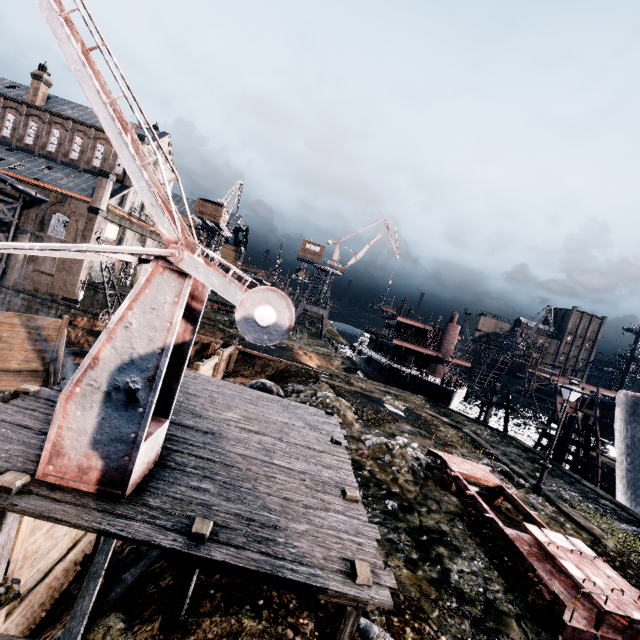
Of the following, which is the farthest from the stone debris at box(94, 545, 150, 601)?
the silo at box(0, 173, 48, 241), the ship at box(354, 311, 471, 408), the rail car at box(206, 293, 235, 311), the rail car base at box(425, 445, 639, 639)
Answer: the rail car at box(206, 293, 235, 311)

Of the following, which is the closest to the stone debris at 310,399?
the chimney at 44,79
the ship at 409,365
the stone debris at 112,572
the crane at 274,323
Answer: the stone debris at 112,572

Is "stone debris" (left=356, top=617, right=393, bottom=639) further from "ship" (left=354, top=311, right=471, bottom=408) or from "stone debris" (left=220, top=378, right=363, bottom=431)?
"ship" (left=354, top=311, right=471, bottom=408)

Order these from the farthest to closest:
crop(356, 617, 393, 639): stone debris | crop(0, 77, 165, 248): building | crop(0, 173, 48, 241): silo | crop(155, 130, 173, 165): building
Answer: crop(155, 130, 173, 165): building
crop(0, 77, 165, 248): building
crop(0, 173, 48, 241): silo
crop(356, 617, 393, 639): stone debris

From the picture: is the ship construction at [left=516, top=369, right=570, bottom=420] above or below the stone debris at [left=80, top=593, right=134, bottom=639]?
above

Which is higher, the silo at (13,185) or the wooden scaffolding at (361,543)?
the silo at (13,185)

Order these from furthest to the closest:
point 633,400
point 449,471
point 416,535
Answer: point 633,400, point 449,471, point 416,535

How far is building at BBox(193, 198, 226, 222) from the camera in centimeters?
5822cm
